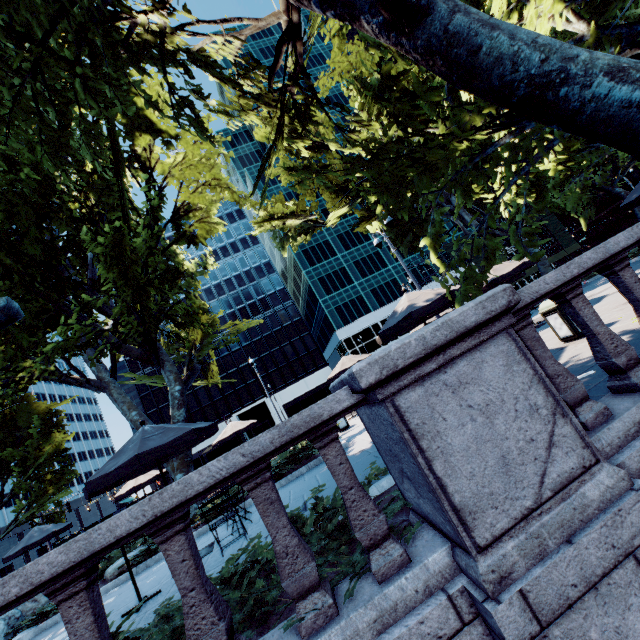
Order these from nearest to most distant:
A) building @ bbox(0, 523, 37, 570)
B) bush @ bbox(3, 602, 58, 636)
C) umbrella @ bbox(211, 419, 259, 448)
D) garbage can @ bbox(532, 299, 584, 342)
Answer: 1. garbage can @ bbox(532, 299, 584, 342)
2. bush @ bbox(3, 602, 58, 636)
3. umbrella @ bbox(211, 419, 259, 448)
4. building @ bbox(0, 523, 37, 570)

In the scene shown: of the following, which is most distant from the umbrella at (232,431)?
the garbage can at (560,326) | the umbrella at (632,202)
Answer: the umbrella at (632,202)

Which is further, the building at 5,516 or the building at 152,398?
the building at 5,516

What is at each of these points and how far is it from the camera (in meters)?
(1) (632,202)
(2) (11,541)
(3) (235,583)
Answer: (1) umbrella, 10.73
(2) building, 56.38
(3) bush, 3.62

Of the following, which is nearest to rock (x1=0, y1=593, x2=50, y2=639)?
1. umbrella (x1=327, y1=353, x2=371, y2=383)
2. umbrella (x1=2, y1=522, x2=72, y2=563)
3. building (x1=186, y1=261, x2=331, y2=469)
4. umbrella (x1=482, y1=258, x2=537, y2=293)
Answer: umbrella (x1=2, y1=522, x2=72, y2=563)

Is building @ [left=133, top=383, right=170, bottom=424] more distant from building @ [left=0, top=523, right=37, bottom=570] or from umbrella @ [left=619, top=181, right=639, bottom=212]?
umbrella @ [left=619, top=181, right=639, bottom=212]

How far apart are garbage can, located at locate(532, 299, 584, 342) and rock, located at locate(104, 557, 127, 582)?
12.6m

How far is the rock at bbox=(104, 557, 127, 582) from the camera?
8.90m
